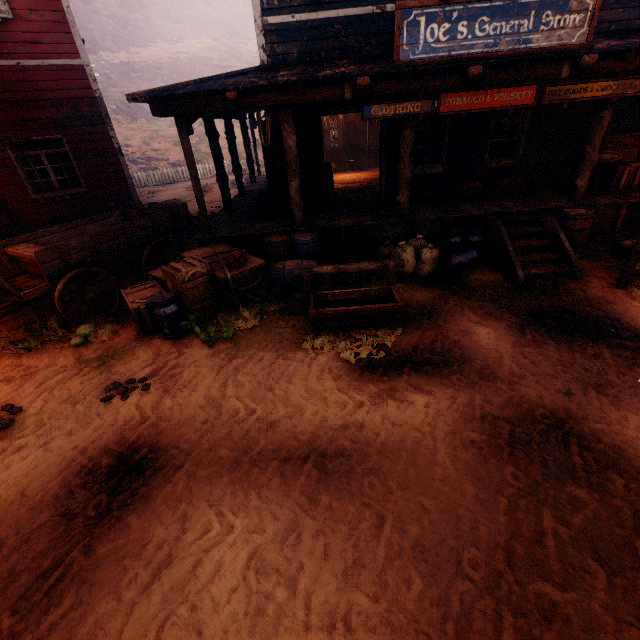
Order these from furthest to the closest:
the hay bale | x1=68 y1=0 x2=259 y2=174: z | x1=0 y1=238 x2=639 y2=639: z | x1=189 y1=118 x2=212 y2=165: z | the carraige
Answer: x1=68 y1=0 x2=259 y2=174: z
x1=189 y1=118 x2=212 y2=165: z
the hay bale
the carraige
x1=0 y1=238 x2=639 y2=639: z

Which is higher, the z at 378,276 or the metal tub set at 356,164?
the metal tub set at 356,164

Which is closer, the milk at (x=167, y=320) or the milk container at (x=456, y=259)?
the milk at (x=167, y=320)

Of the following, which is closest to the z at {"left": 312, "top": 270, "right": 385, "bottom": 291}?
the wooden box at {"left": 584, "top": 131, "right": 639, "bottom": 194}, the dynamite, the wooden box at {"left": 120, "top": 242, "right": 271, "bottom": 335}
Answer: the wooden box at {"left": 120, "top": 242, "right": 271, "bottom": 335}

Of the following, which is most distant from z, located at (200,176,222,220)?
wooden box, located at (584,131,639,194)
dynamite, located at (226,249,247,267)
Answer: wooden box, located at (584,131,639,194)

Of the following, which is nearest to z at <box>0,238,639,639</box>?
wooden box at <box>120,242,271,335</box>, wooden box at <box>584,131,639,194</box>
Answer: wooden box at <box>120,242,271,335</box>

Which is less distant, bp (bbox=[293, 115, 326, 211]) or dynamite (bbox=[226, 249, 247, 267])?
dynamite (bbox=[226, 249, 247, 267])

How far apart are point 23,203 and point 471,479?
13.1m
